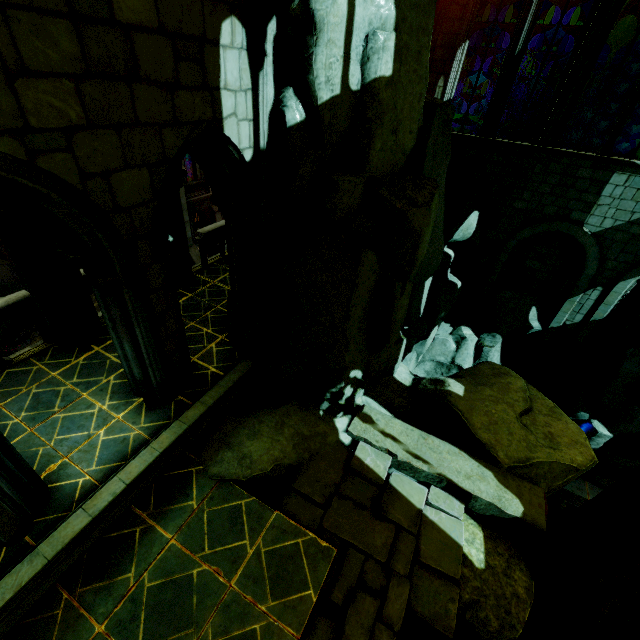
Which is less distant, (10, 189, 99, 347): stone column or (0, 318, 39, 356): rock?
(10, 189, 99, 347): stone column

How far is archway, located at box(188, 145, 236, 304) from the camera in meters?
6.2 m

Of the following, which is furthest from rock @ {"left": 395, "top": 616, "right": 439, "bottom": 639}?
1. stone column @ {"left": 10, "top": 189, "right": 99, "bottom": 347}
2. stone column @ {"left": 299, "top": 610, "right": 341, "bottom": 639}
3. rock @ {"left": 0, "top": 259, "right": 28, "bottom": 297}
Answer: rock @ {"left": 0, "top": 259, "right": 28, "bottom": 297}

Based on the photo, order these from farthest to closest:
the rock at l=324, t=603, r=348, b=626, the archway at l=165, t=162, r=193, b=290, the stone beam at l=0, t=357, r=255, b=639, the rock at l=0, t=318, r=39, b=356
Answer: the rock at l=0, t=318, r=39, b=356 < the archway at l=165, t=162, r=193, b=290 < the rock at l=324, t=603, r=348, b=626 < the stone beam at l=0, t=357, r=255, b=639

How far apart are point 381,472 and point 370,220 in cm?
497

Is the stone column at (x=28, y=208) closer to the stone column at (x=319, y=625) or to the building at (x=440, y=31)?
the building at (x=440, y=31)

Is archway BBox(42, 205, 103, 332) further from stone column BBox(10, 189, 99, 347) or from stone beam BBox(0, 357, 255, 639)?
stone beam BBox(0, 357, 255, 639)

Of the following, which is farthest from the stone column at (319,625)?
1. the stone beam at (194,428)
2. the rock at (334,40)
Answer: the stone beam at (194,428)
